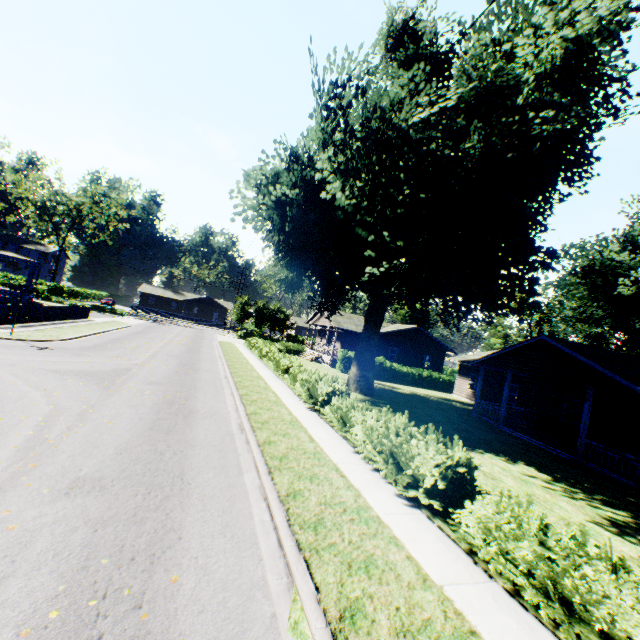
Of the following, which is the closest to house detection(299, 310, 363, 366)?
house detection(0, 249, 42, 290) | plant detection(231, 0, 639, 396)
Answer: plant detection(231, 0, 639, 396)

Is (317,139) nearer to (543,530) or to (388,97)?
(388,97)

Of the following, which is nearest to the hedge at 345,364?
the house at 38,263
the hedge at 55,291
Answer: the house at 38,263

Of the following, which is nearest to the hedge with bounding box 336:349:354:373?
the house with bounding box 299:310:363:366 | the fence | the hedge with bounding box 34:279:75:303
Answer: the house with bounding box 299:310:363:366

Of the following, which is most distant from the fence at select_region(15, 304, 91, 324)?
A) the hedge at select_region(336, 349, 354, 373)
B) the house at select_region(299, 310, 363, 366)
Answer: the hedge at select_region(336, 349, 354, 373)

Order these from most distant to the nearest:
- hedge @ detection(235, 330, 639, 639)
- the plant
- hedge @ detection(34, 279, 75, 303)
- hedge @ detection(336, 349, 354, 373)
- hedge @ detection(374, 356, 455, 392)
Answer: hedge @ detection(34, 279, 75, 303)
hedge @ detection(374, 356, 455, 392)
hedge @ detection(336, 349, 354, 373)
the plant
hedge @ detection(235, 330, 639, 639)

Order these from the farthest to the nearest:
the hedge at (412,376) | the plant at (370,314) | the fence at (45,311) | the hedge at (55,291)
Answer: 1. the hedge at (55,291)
2. the hedge at (412,376)
3. the fence at (45,311)
4. the plant at (370,314)

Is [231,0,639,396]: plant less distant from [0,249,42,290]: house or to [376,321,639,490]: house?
[0,249,42,290]: house
